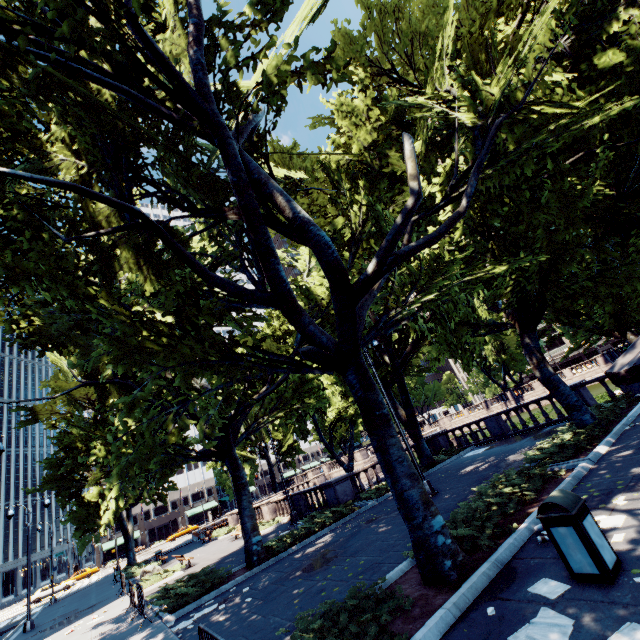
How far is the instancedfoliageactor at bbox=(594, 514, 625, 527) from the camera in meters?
5.6 m

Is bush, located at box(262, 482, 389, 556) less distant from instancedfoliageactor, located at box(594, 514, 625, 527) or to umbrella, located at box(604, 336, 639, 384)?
instancedfoliageactor, located at box(594, 514, 625, 527)

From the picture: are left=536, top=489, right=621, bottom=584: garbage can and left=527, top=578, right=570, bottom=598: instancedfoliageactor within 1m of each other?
yes

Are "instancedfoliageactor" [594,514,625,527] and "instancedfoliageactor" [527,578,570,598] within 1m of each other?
no

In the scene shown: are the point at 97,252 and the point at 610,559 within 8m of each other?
no

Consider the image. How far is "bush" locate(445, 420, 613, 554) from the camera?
6.7m

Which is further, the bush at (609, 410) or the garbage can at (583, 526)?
the bush at (609, 410)

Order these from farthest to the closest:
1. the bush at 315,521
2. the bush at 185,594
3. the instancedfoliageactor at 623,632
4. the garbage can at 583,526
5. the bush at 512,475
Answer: the bush at 315,521
the bush at 185,594
the bush at 512,475
the garbage can at 583,526
the instancedfoliageactor at 623,632
